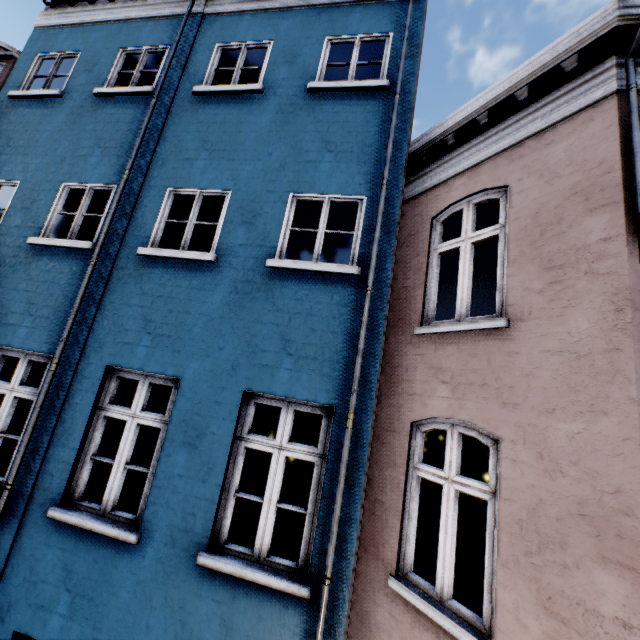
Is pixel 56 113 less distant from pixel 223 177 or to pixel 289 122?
pixel 223 177
